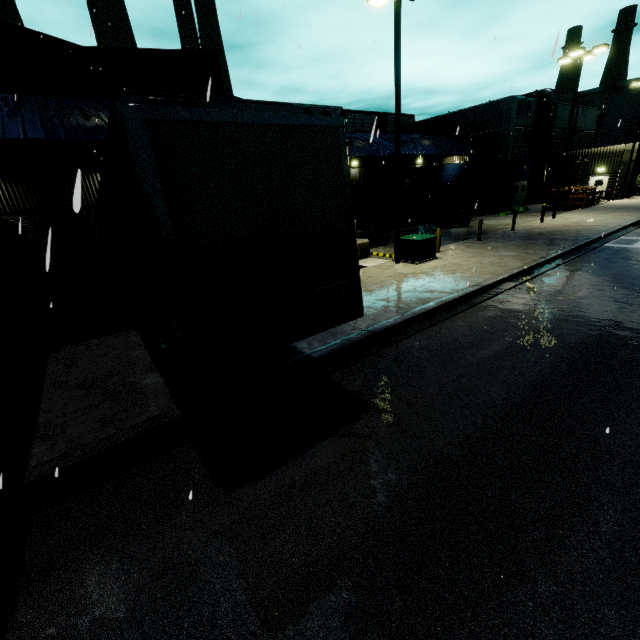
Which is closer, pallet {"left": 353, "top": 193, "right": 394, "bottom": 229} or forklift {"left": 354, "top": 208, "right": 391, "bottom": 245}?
forklift {"left": 354, "top": 208, "right": 391, "bottom": 245}

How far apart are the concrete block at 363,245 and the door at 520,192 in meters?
26.1 m

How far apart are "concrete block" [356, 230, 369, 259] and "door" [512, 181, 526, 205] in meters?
26.1

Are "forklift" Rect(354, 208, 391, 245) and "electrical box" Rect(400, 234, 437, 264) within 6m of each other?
yes

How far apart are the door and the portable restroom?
13.7m

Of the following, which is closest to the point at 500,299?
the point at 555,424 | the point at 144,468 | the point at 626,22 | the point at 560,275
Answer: the point at 560,275

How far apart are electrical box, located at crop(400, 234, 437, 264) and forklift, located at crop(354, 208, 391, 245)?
3.8 meters

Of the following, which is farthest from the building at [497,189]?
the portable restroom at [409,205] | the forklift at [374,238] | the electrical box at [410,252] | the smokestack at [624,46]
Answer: the smokestack at [624,46]
